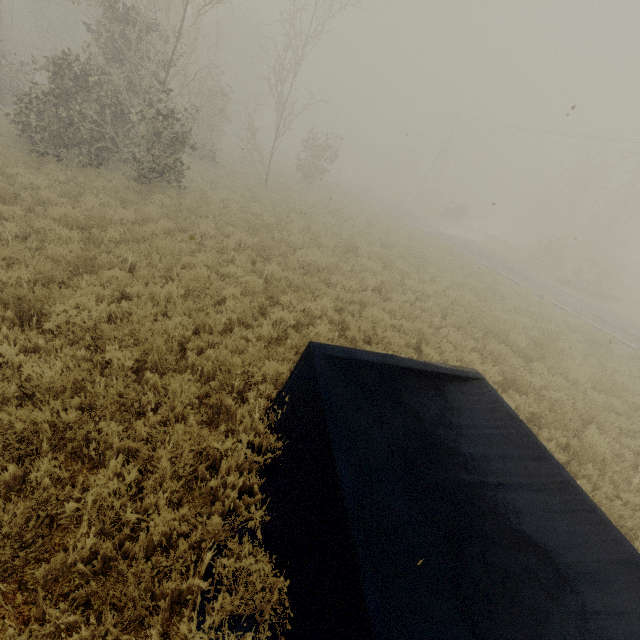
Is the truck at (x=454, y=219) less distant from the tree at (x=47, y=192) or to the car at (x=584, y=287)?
the car at (x=584, y=287)

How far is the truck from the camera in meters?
33.6

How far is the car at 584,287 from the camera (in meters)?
23.38

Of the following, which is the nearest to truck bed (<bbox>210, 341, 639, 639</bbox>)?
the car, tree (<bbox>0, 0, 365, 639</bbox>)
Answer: tree (<bbox>0, 0, 365, 639</bbox>)

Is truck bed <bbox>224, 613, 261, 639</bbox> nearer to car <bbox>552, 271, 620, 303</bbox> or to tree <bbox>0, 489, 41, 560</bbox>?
tree <bbox>0, 489, 41, 560</bbox>

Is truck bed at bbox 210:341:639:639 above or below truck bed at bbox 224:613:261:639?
above

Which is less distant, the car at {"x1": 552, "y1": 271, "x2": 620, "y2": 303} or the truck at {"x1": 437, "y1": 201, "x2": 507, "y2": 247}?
the car at {"x1": 552, "y1": 271, "x2": 620, "y2": 303}

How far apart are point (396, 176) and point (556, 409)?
59.7m
